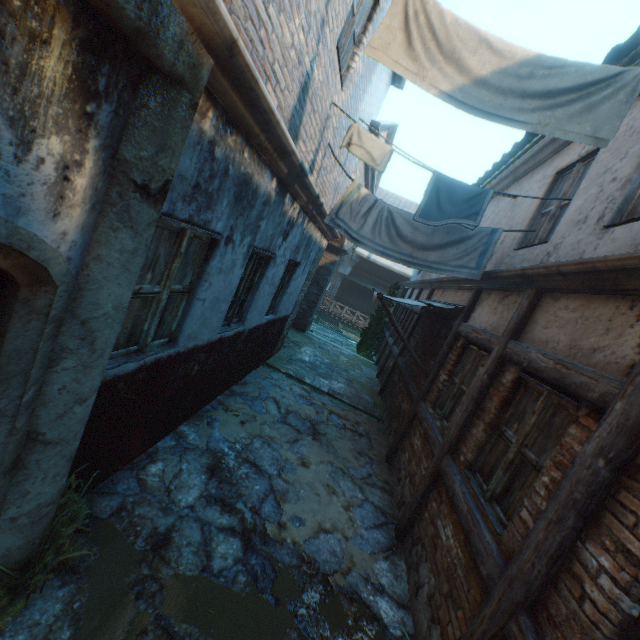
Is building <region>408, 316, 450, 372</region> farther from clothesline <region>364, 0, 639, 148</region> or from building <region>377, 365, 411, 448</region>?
clothesline <region>364, 0, 639, 148</region>

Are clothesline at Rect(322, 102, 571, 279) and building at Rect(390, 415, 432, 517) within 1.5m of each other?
no

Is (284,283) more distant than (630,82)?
Yes

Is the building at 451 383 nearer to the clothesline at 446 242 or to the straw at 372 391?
the clothesline at 446 242

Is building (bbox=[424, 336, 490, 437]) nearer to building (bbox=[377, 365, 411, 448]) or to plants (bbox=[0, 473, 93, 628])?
building (bbox=[377, 365, 411, 448])

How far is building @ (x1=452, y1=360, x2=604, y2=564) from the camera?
2.5 meters

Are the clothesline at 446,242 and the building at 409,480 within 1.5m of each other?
no

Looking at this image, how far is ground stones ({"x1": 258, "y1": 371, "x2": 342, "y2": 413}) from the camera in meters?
7.2
